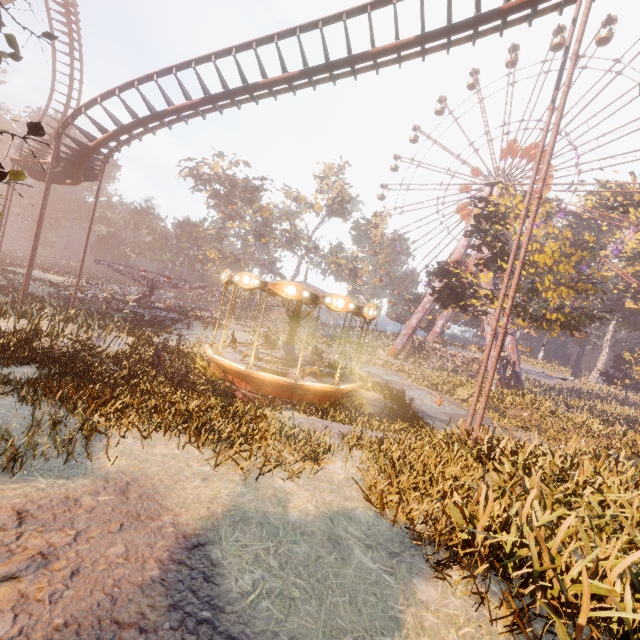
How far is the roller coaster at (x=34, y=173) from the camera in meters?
21.1 m

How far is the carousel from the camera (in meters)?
12.68

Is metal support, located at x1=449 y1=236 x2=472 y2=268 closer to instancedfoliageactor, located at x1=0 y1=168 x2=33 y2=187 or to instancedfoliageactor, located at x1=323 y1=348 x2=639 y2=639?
instancedfoliageactor, located at x1=0 y1=168 x2=33 y2=187

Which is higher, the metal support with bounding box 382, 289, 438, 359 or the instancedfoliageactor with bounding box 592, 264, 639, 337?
the instancedfoliageactor with bounding box 592, 264, 639, 337

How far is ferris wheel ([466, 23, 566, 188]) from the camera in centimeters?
4241cm

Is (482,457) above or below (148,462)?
above

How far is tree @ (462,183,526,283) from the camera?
25.4m

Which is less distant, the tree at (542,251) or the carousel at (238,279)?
the carousel at (238,279)
